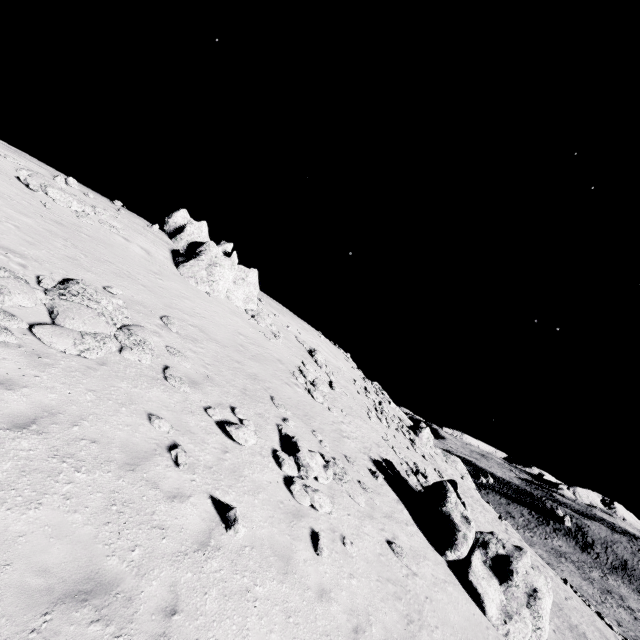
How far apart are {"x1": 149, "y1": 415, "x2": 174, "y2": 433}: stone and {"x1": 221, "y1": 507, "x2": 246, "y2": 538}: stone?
2.4 meters

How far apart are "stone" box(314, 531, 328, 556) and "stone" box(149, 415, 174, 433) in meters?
4.9

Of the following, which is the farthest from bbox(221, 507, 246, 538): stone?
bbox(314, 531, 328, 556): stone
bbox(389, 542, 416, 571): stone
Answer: bbox(389, 542, 416, 571): stone

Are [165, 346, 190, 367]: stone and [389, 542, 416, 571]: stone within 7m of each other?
no

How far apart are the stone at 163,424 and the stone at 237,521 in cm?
244

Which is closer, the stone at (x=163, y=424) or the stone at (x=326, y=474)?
the stone at (x=163, y=424)

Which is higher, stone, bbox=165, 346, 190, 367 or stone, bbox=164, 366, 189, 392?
stone, bbox=165, 346, 190, 367

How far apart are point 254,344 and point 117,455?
12.30m
